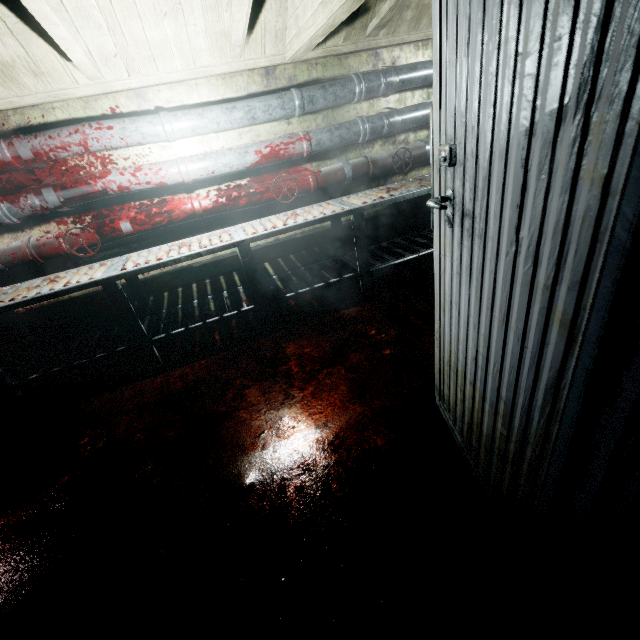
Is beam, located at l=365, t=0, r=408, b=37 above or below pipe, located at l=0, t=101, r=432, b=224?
above

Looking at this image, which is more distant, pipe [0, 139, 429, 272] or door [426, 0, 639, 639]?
pipe [0, 139, 429, 272]

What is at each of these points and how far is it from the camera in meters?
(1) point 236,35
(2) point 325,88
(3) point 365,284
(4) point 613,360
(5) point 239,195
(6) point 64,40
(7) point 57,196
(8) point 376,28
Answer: (1) beam, 2.3
(2) pipe, 2.8
(3) table, 3.0
(4) door, 0.5
(5) pipe, 2.9
(6) beam, 1.8
(7) pipe, 2.5
(8) beam, 2.7

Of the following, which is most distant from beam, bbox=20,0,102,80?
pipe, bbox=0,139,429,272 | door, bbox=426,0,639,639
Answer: pipe, bbox=0,139,429,272

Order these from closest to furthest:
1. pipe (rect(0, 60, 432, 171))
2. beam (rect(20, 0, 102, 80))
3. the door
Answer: the door → beam (rect(20, 0, 102, 80)) → pipe (rect(0, 60, 432, 171))

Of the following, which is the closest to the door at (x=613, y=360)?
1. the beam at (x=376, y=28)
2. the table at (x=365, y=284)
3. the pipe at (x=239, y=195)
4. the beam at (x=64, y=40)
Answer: the beam at (x=64, y=40)

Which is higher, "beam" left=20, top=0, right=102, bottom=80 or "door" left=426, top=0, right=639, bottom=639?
"beam" left=20, top=0, right=102, bottom=80

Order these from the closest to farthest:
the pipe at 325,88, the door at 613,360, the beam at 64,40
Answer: the door at 613,360
the beam at 64,40
the pipe at 325,88
